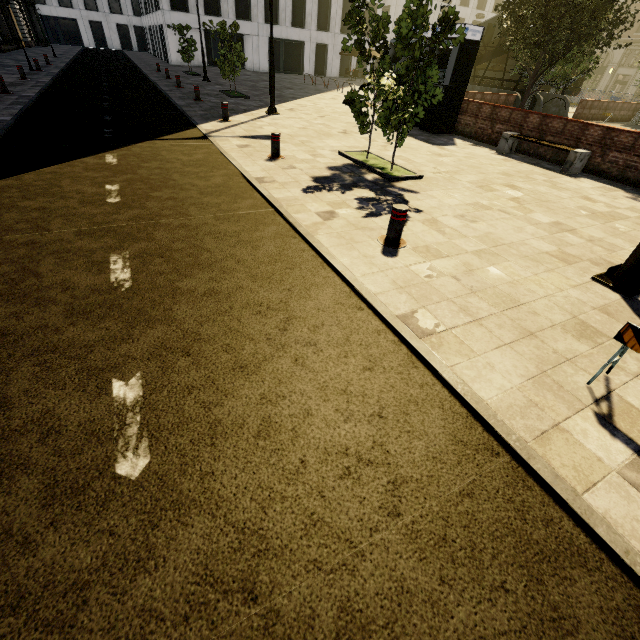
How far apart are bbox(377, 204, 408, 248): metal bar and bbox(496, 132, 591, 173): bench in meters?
8.1

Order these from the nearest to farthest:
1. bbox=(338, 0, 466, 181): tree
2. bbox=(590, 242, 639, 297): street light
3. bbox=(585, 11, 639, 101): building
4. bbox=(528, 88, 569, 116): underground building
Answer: bbox=(590, 242, 639, 297): street light → bbox=(338, 0, 466, 181): tree → bbox=(528, 88, 569, 116): underground building → bbox=(585, 11, 639, 101): building

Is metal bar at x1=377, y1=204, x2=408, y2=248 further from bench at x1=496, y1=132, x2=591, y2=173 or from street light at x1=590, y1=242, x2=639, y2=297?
bench at x1=496, y1=132, x2=591, y2=173

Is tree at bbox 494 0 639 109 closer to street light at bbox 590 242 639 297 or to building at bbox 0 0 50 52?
building at bbox 0 0 50 52

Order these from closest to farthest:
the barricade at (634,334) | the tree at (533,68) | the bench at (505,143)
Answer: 1. the barricade at (634,334)
2. the bench at (505,143)
3. the tree at (533,68)

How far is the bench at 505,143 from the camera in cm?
931

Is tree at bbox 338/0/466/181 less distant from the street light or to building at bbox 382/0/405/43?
the street light

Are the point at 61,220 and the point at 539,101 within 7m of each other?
no
